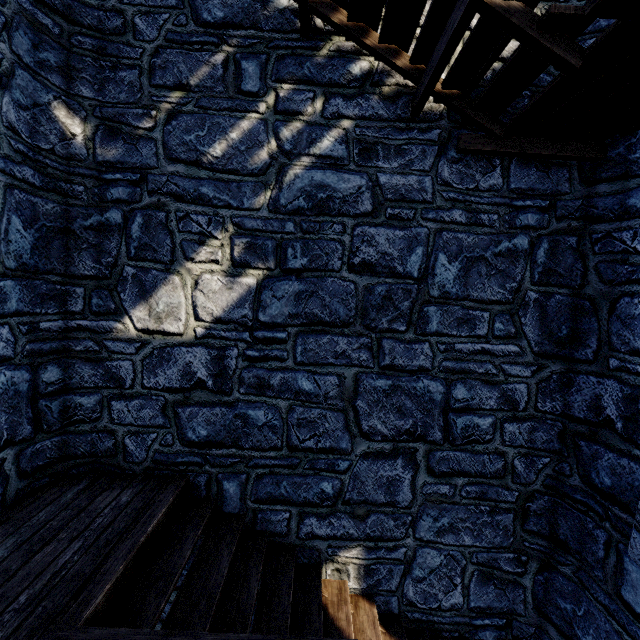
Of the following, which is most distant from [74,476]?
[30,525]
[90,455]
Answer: [30,525]
